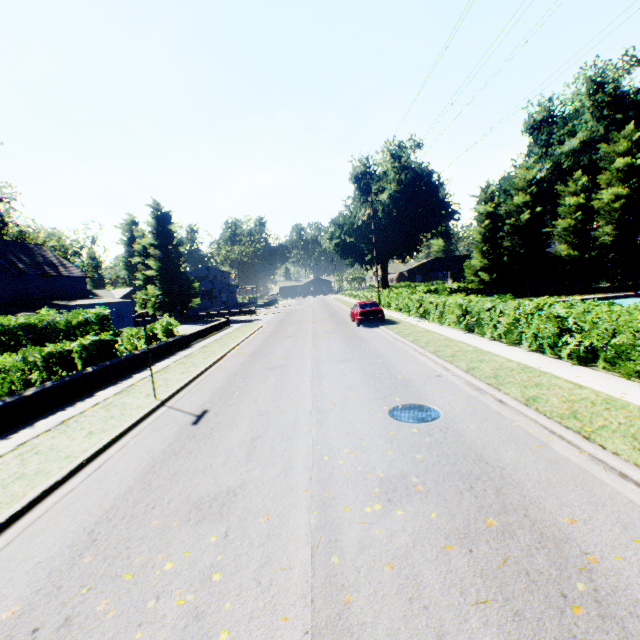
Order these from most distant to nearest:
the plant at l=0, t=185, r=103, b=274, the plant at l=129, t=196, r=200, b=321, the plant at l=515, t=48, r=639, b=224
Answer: the plant at l=129, t=196, r=200, b=321 < the plant at l=0, t=185, r=103, b=274 < the plant at l=515, t=48, r=639, b=224

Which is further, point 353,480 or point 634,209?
point 634,209

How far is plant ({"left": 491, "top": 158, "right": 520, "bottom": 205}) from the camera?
44.62m

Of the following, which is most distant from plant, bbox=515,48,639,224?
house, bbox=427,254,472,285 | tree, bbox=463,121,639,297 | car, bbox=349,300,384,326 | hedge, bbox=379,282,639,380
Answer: car, bbox=349,300,384,326

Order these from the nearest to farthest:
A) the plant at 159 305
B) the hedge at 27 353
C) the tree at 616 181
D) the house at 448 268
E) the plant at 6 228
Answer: the hedge at 27 353 → the tree at 616 181 → the plant at 6 228 → the plant at 159 305 → the house at 448 268

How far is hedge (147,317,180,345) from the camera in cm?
1705

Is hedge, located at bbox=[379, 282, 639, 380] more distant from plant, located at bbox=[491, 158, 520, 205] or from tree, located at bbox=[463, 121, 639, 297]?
plant, located at bbox=[491, 158, 520, 205]

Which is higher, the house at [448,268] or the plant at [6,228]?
the plant at [6,228]
